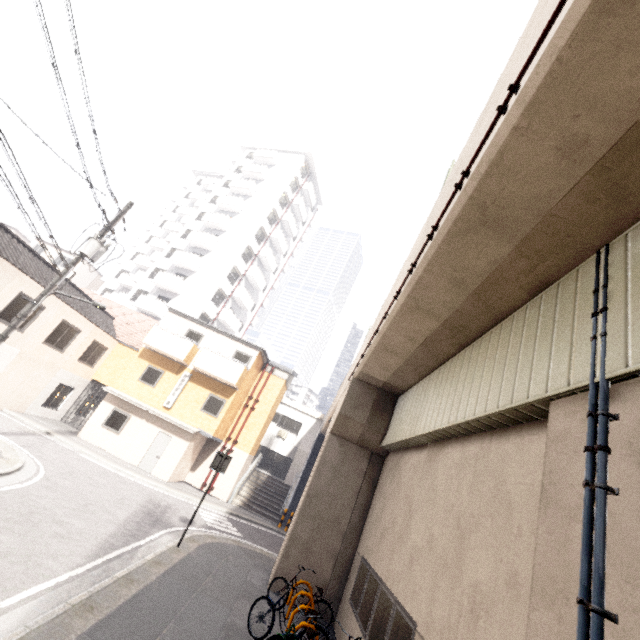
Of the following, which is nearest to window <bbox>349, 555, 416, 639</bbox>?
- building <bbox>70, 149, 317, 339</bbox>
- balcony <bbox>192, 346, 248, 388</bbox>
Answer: balcony <bbox>192, 346, 248, 388</bbox>

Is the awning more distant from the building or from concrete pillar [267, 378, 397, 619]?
concrete pillar [267, 378, 397, 619]

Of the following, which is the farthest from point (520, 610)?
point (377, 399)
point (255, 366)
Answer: point (255, 366)

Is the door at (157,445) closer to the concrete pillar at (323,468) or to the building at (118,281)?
the concrete pillar at (323,468)

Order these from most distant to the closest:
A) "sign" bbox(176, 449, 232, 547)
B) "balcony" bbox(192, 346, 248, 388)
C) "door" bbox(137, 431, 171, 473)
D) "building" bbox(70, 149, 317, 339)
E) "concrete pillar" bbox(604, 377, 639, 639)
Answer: "building" bbox(70, 149, 317, 339) → "balcony" bbox(192, 346, 248, 388) → "door" bbox(137, 431, 171, 473) → "sign" bbox(176, 449, 232, 547) → "concrete pillar" bbox(604, 377, 639, 639)

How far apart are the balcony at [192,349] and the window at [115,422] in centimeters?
388cm

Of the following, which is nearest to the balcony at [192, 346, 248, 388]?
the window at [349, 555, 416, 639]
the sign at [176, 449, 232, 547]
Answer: the sign at [176, 449, 232, 547]

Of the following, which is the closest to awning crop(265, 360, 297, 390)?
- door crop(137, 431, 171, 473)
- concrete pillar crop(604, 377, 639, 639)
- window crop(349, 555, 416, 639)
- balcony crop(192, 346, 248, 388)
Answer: balcony crop(192, 346, 248, 388)
